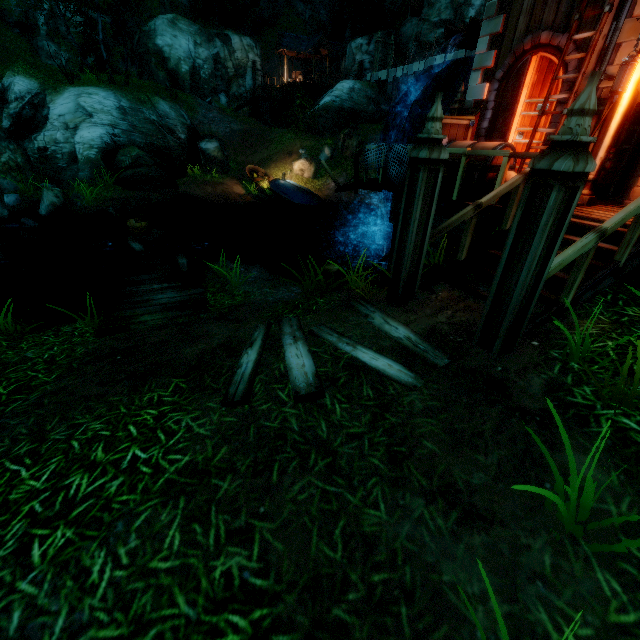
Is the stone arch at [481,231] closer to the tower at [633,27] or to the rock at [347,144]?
the tower at [633,27]

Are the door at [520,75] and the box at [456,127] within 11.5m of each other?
yes

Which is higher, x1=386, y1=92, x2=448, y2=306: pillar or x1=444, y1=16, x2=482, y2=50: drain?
x1=444, y1=16, x2=482, y2=50: drain

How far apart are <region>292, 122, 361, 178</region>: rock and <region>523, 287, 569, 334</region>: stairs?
19.8m

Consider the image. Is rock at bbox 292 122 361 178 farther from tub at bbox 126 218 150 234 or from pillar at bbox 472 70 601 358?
pillar at bbox 472 70 601 358

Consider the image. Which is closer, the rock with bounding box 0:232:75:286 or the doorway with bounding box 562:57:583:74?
the doorway with bounding box 562:57:583:74

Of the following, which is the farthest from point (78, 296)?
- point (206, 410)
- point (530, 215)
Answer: point (530, 215)

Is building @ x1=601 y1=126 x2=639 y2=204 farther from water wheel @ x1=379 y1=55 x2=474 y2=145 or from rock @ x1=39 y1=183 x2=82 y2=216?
rock @ x1=39 y1=183 x2=82 y2=216
